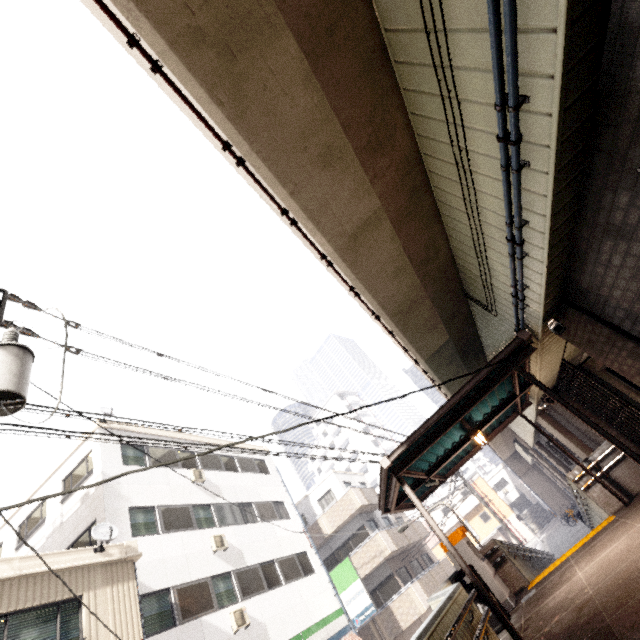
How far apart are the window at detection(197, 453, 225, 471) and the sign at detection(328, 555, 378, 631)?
7.9m

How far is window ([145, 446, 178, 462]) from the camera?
15.05m

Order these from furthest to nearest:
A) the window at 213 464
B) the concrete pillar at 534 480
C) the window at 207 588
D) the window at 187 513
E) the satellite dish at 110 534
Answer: the concrete pillar at 534 480 → the window at 213 464 → the window at 187 513 → the window at 207 588 → the satellite dish at 110 534

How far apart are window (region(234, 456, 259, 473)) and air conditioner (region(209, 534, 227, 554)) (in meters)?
4.52

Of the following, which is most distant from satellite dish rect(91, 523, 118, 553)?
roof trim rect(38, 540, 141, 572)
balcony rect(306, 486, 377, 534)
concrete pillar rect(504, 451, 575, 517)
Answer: concrete pillar rect(504, 451, 575, 517)

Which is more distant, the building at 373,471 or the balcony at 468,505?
the building at 373,471

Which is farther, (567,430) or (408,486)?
(567,430)

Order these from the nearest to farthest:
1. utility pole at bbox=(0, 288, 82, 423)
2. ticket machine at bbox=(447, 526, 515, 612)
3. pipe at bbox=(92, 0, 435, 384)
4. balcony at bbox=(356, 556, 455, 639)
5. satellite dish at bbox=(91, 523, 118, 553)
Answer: pipe at bbox=(92, 0, 435, 384) < utility pole at bbox=(0, 288, 82, 423) < ticket machine at bbox=(447, 526, 515, 612) < satellite dish at bbox=(91, 523, 118, 553) < balcony at bbox=(356, 556, 455, 639)
